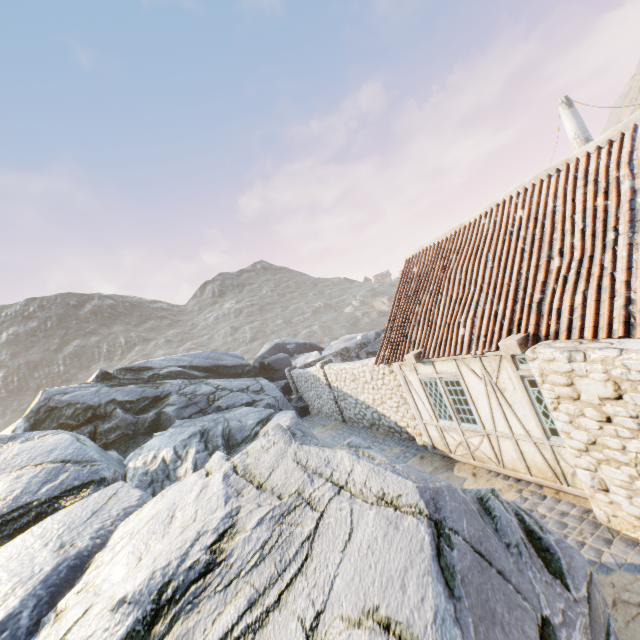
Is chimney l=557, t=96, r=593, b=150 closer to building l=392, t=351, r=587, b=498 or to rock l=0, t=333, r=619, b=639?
rock l=0, t=333, r=619, b=639

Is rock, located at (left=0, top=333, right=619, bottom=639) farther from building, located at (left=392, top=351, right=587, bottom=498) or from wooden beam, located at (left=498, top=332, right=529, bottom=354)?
wooden beam, located at (left=498, top=332, right=529, bottom=354)

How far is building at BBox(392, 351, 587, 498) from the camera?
6.0m

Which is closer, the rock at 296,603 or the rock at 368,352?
the rock at 296,603

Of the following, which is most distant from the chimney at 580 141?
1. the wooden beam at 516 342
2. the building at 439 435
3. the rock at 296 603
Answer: the wooden beam at 516 342

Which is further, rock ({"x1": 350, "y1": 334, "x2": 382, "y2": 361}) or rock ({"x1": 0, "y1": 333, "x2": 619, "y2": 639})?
rock ({"x1": 350, "y1": 334, "x2": 382, "y2": 361})

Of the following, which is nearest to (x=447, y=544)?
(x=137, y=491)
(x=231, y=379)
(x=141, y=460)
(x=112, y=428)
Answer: (x=137, y=491)

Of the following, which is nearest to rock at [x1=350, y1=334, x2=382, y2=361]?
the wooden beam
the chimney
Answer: the wooden beam
